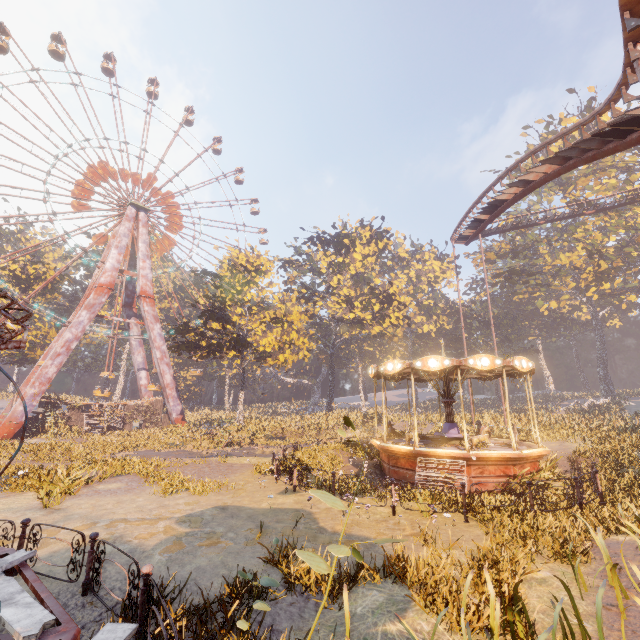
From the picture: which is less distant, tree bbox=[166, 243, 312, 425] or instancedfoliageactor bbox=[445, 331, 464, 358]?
tree bbox=[166, 243, 312, 425]

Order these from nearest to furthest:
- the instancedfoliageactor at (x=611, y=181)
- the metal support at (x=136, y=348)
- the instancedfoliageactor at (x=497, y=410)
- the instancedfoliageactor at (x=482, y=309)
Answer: the instancedfoliageactor at (x=497, y=410) < the instancedfoliageactor at (x=611, y=181) < the metal support at (x=136, y=348) < the instancedfoliageactor at (x=482, y=309)

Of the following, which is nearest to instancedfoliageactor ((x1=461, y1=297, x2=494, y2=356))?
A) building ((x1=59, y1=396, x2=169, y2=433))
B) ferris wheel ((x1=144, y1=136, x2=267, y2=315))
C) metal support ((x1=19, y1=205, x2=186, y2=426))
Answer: ferris wheel ((x1=144, y1=136, x2=267, y2=315))

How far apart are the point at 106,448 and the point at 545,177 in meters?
32.2 m

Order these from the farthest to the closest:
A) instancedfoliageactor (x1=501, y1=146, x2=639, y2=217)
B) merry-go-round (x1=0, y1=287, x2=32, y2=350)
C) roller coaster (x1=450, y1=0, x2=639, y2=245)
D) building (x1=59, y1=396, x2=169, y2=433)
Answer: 1. instancedfoliageactor (x1=501, y1=146, x2=639, y2=217)
2. building (x1=59, y1=396, x2=169, y2=433)
3. roller coaster (x1=450, y1=0, x2=639, y2=245)
4. merry-go-round (x1=0, y1=287, x2=32, y2=350)

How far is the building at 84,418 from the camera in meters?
32.0 m

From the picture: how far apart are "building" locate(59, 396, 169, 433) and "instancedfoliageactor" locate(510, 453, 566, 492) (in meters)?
36.49
